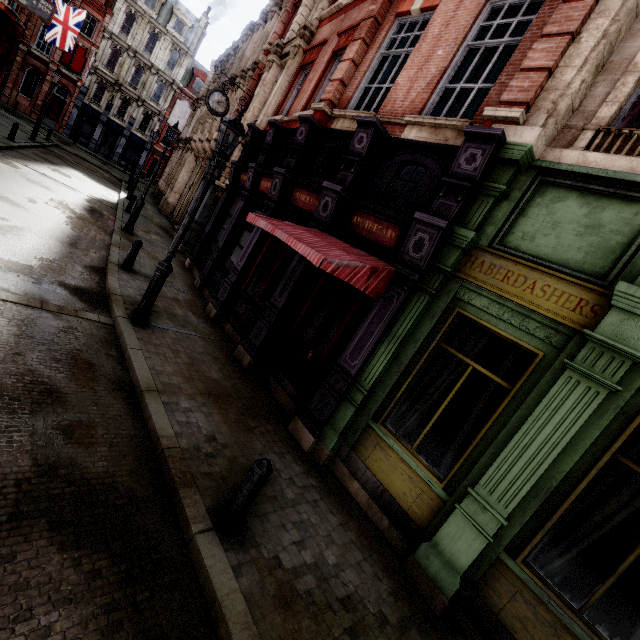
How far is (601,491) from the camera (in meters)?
3.95

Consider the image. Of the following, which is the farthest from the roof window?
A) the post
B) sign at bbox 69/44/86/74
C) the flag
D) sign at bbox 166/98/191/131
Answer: the post

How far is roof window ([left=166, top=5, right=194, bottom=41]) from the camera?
37.72m

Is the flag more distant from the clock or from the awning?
the awning

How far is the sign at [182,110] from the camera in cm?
2522

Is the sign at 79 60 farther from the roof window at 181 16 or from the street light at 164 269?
the street light at 164 269

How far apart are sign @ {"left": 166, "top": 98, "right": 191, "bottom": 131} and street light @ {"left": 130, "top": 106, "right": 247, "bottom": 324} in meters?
24.5 m

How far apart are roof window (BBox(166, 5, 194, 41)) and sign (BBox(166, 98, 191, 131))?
22.20m
